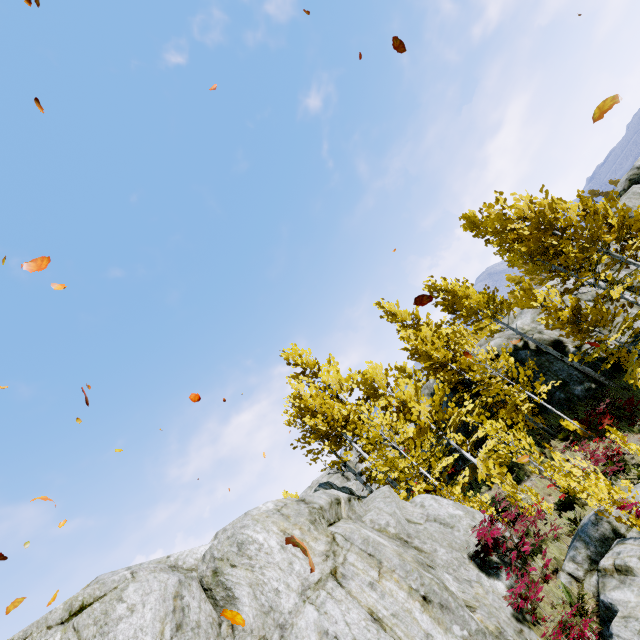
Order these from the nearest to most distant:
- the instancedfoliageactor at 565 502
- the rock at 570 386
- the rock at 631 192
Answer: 1. the instancedfoliageactor at 565 502
2. the rock at 570 386
3. the rock at 631 192

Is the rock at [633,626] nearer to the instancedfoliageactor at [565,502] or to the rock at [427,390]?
the instancedfoliageactor at [565,502]

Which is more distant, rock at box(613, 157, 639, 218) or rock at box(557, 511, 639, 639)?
rock at box(613, 157, 639, 218)

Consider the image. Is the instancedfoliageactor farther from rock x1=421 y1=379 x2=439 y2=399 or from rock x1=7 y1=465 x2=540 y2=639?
rock x1=421 y1=379 x2=439 y2=399

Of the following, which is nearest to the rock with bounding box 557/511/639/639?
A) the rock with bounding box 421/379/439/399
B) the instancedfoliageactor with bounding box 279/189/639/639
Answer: the instancedfoliageactor with bounding box 279/189/639/639

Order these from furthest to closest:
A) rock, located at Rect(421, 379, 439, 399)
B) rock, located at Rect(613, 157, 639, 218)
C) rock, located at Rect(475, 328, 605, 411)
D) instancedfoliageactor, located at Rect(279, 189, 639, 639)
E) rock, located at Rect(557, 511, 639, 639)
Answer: rock, located at Rect(421, 379, 439, 399), rock, located at Rect(613, 157, 639, 218), rock, located at Rect(475, 328, 605, 411), instancedfoliageactor, located at Rect(279, 189, 639, 639), rock, located at Rect(557, 511, 639, 639)

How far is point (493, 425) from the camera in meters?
10.9
